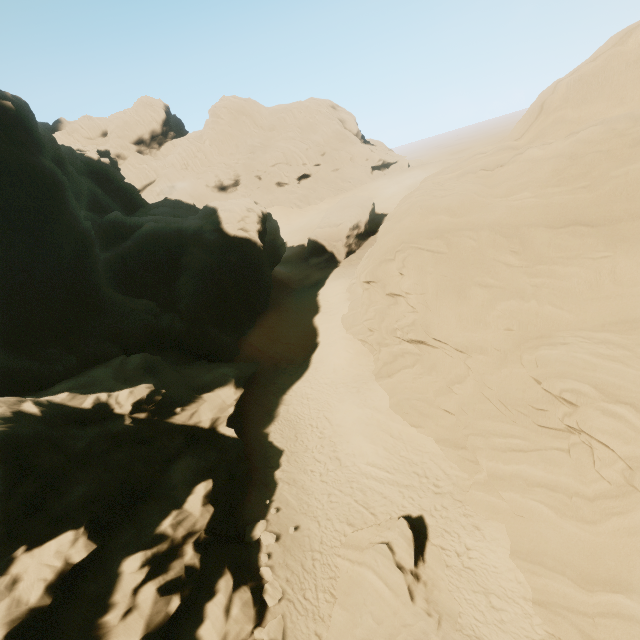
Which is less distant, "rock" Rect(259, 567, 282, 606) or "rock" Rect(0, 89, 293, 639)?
"rock" Rect(0, 89, 293, 639)

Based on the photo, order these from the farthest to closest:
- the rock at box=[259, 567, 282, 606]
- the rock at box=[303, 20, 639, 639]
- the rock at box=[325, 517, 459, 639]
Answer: the rock at box=[259, 567, 282, 606]
the rock at box=[325, 517, 459, 639]
the rock at box=[303, 20, 639, 639]

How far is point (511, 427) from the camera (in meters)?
13.23

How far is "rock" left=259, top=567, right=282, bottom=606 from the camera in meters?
12.3 m

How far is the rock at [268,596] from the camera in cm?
1230
